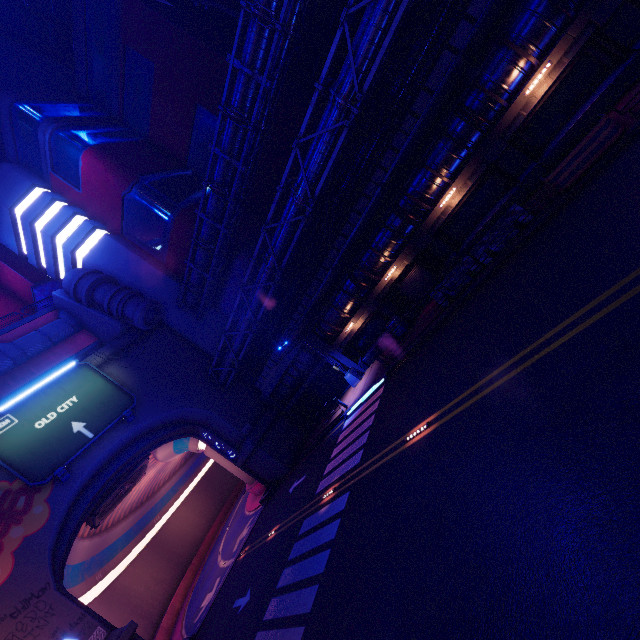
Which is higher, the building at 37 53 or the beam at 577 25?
the building at 37 53

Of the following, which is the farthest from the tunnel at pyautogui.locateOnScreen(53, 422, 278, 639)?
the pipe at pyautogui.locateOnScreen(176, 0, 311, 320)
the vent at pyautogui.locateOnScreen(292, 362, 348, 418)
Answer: the pipe at pyautogui.locateOnScreen(176, 0, 311, 320)

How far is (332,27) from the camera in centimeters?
3206cm

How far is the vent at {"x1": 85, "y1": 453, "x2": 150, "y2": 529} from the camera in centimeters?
2514cm

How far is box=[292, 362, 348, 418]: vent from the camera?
25.7 meters

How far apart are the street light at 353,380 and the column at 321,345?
0.0m

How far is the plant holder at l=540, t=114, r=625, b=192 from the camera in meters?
9.9

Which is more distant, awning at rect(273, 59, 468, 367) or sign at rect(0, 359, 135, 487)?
sign at rect(0, 359, 135, 487)
